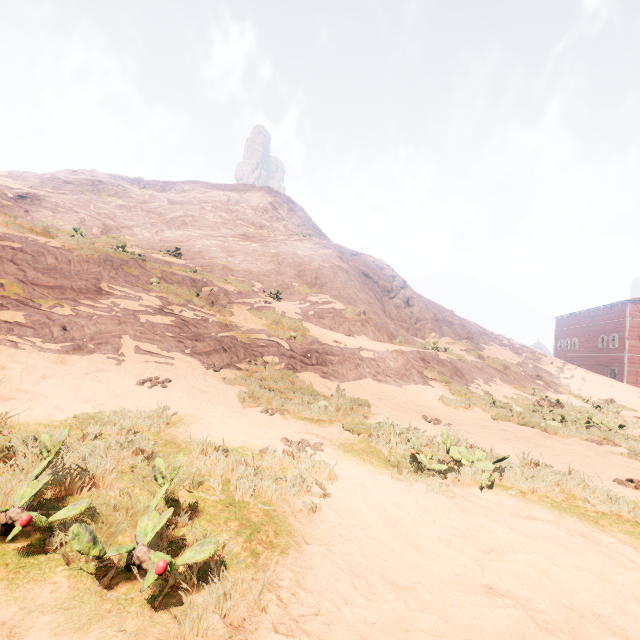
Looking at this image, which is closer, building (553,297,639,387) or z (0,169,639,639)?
z (0,169,639,639)

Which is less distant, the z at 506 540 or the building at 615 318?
the z at 506 540

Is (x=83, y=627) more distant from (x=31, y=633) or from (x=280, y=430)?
(x=280, y=430)
